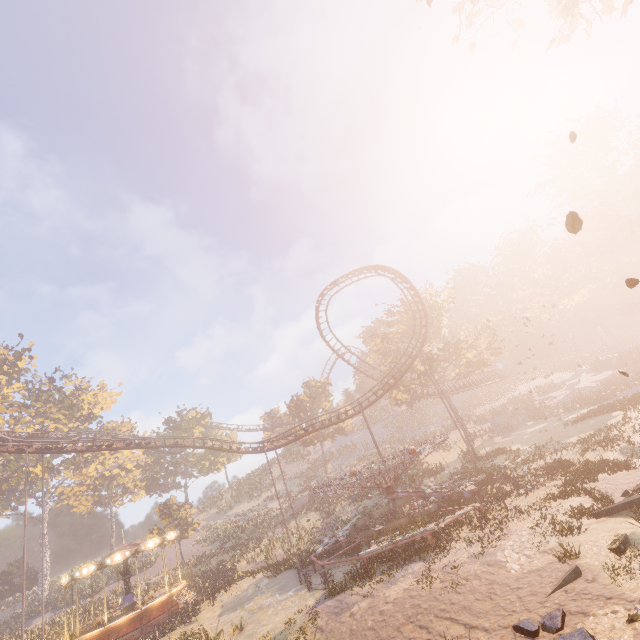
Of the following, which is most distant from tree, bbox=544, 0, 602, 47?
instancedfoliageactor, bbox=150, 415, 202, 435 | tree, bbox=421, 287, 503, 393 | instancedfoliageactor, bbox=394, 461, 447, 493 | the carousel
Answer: instancedfoliageactor, bbox=150, 415, 202, 435

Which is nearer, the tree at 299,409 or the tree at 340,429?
the tree at 340,429

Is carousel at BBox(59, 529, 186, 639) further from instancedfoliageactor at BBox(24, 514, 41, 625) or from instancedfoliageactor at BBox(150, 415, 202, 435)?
instancedfoliageactor at BBox(150, 415, 202, 435)

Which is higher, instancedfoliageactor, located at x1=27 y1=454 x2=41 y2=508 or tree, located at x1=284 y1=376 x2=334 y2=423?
instancedfoliageactor, located at x1=27 y1=454 x2=41 y2=508

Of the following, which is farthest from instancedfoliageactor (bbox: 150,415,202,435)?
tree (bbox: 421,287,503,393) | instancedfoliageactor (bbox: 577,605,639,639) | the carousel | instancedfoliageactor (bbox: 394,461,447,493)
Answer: instancedfoliageactor (bbox: 577,605,639,639)

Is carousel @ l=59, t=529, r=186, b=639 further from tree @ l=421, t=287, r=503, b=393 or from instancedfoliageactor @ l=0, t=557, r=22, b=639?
tree @ l=421, t=287, r=503, b=393

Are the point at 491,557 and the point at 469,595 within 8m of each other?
yes

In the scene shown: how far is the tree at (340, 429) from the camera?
48.84m
